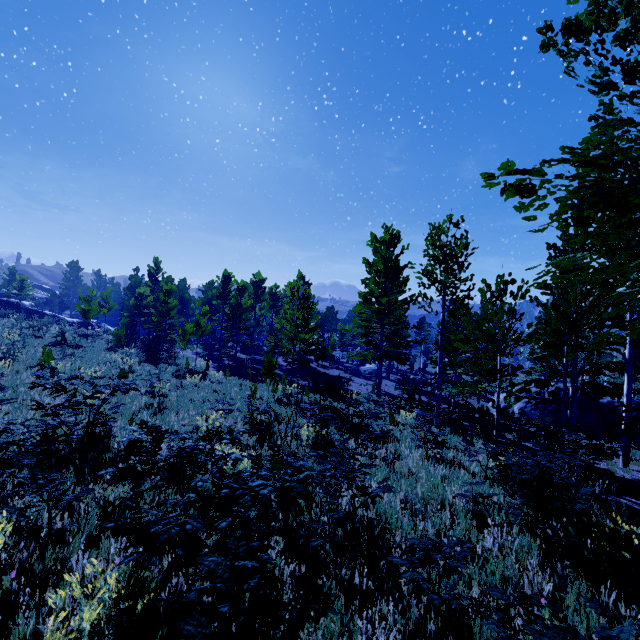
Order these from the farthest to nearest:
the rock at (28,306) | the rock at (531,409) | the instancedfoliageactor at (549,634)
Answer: the rock at (28,306) < the rock at (531,409) < the instancedfoliageactor at (549,634)

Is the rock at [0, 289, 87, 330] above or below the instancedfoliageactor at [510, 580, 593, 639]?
above

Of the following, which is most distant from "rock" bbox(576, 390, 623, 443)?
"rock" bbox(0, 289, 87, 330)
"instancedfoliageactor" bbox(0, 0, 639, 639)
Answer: "rock" bbox(0, 289, 87, 330)

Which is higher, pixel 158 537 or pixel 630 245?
pixel 630 245

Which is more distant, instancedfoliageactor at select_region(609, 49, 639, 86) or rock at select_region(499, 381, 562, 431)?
rock at select_region(499, 381, 562, 431)

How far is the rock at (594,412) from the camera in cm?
2014

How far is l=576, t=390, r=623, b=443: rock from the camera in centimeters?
2014cm

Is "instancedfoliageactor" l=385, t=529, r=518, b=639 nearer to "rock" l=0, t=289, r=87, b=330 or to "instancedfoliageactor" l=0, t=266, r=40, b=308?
"instancedfoliageactor" l=0, t=266, r=40, b=308
